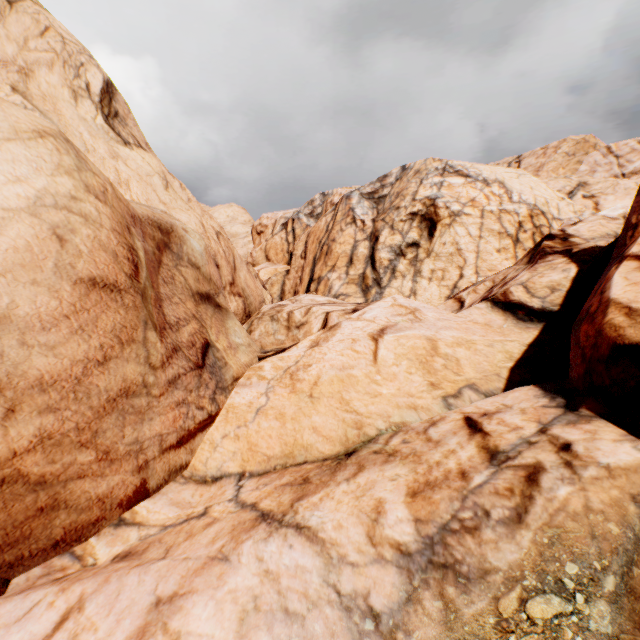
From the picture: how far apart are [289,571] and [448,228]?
19.01m
